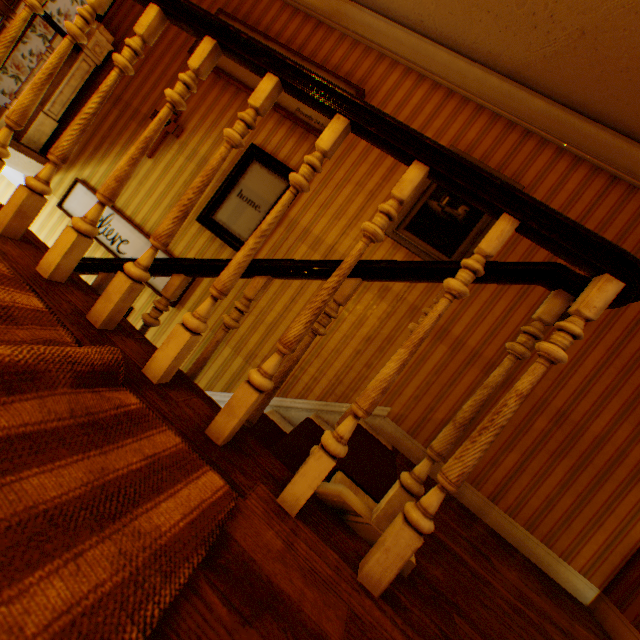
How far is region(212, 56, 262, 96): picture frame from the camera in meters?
3.4

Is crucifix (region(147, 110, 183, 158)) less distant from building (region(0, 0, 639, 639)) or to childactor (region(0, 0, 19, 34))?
building (region(0, 0, 639, 639))

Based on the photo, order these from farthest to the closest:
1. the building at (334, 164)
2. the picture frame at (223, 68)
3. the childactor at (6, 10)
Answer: the childactor at (6, 10)
the picture frame at (223, 68)
the building at (334, 164)

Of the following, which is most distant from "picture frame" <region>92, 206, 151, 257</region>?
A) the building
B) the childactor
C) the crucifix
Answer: the childactor

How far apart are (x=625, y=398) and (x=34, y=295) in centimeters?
377cm

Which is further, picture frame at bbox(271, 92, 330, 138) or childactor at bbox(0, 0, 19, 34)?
childactor at bbox(0, 0, 19, 34)

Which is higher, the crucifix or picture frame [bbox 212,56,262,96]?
picture frame [bbox 212,56,262,96]

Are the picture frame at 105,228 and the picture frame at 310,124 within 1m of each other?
no
